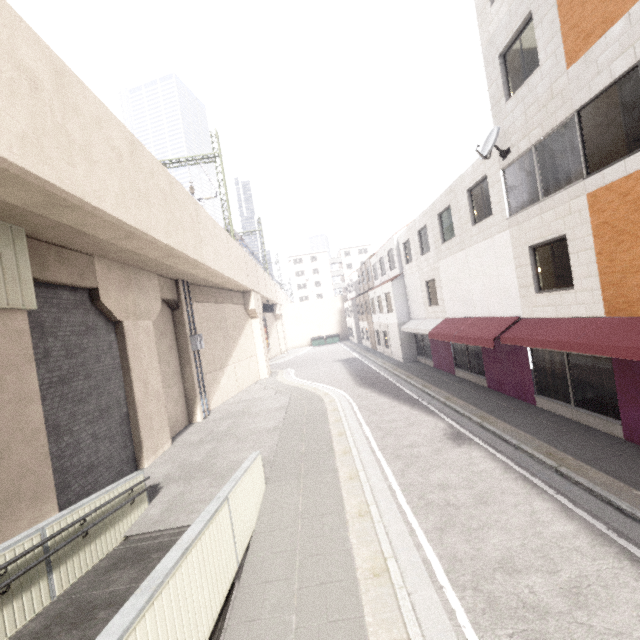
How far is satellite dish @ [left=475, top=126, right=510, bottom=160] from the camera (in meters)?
9.88

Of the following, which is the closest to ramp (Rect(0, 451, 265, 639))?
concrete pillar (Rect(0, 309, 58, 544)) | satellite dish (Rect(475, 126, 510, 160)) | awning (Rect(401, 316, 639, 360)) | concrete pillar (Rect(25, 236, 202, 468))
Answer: concrete pillar (Rect(0, 309, 58, 544))

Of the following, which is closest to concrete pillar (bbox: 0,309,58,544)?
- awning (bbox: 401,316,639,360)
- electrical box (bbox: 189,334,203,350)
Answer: electrical box (bbox: 189,334,203,350)

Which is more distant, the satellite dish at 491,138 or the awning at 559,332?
the satellite dish at 491,138

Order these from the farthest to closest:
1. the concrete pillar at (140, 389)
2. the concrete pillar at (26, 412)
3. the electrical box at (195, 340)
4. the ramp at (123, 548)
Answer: the electrical box at (195, 340) < the concrete pillar at (140, 389) < the concrete pillar at (26, 412) < the ramp at (123, 548)

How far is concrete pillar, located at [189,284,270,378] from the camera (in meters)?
18.24

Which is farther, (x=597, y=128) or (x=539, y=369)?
(x=539, y=369)
